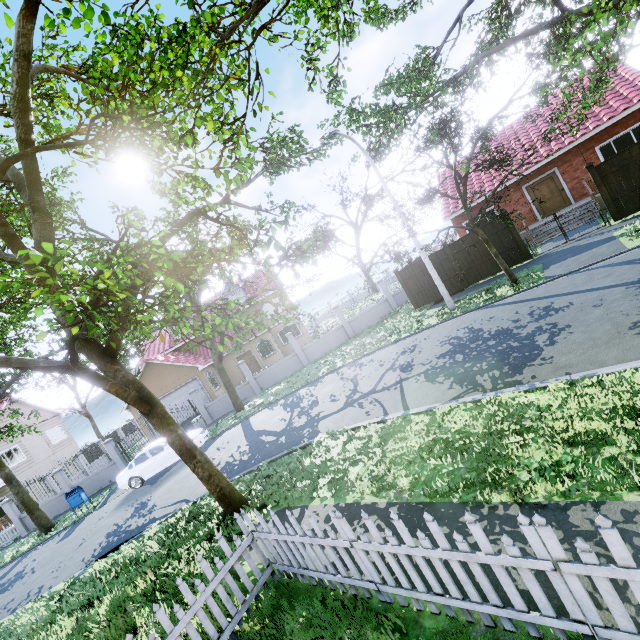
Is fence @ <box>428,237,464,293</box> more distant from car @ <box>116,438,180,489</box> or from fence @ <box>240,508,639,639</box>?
fence @ <box>240,508,639,639</box>

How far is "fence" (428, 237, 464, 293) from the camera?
16.8 meters

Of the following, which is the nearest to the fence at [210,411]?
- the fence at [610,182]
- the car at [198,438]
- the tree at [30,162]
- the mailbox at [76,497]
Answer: the tree at [30,162]

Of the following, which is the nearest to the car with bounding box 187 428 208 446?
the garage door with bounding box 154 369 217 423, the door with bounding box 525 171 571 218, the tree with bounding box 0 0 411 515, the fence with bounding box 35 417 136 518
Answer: the tree with bounding box 0 0 411 515

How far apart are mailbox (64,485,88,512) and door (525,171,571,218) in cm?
2923

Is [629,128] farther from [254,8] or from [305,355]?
[305,355]

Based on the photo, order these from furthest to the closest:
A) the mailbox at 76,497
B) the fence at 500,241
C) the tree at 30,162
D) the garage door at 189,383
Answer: the garage door at 189,383 < the mailbox at 76,497 < the fence at 500,241 < the tree at 30,162
